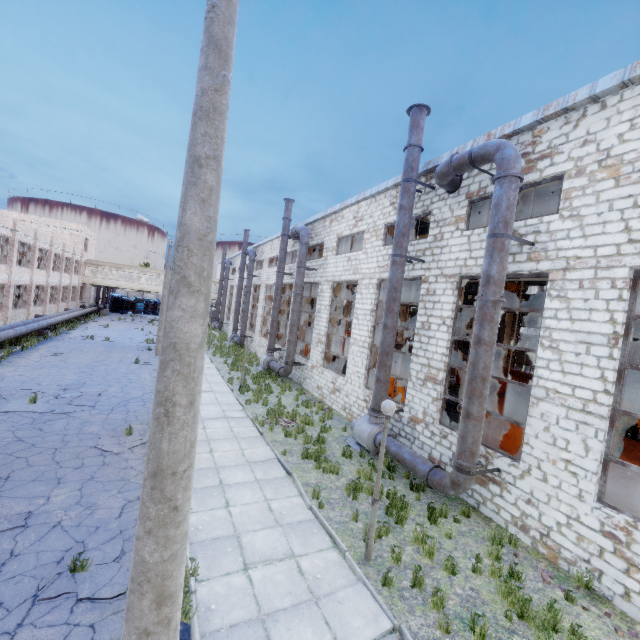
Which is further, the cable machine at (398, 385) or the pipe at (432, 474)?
the cable machine at (398, 385)

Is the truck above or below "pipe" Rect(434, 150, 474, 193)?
below

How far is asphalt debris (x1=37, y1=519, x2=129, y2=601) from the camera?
5.3m

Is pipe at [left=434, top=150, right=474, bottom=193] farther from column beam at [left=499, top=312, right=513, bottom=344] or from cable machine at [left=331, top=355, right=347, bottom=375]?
column beam at [left=499, top=312, right=513, bottom=344]

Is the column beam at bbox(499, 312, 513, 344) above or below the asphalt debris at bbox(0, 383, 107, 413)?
above

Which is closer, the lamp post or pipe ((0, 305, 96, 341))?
the lamp post

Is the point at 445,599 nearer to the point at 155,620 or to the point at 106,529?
the point at 155,620

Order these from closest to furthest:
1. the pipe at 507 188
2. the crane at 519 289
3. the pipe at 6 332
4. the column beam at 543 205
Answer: the pipe at 507 188 → the column beam at 543 205 → the pipe at 6 332 → the crane at 519 289
